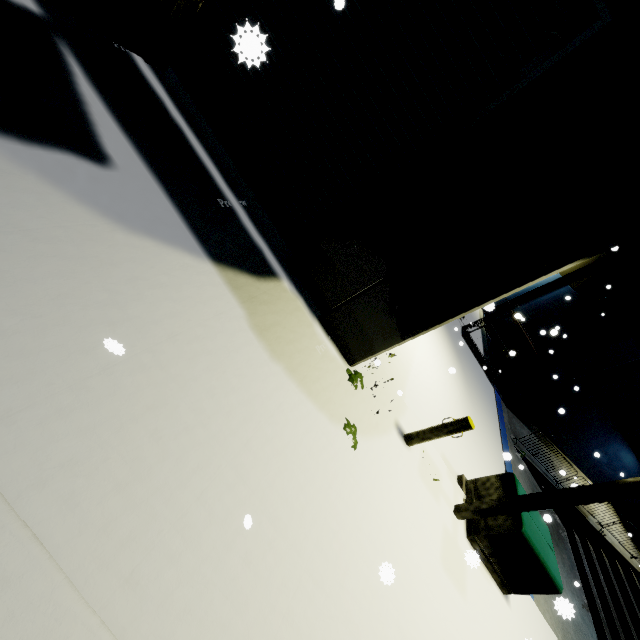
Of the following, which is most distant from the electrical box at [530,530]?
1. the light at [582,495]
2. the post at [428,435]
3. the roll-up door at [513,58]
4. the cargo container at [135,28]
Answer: the roll-up door at [513,58]

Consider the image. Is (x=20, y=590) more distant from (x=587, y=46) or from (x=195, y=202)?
(x=587, y=46)

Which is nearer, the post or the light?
the light

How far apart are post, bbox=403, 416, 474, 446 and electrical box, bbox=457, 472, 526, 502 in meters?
1.8 m

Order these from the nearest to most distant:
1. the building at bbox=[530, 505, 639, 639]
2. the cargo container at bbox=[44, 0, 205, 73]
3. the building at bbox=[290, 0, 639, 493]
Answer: the cargo container at bbox=[44, 0, 205, 73]
the building at bbox=[290, 0, 639, 493]
the building at bbox=[530, 505, 639, 639]

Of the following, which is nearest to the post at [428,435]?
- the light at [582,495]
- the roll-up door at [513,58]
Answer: the light at [582,495]

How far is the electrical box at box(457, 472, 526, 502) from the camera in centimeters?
602cm
